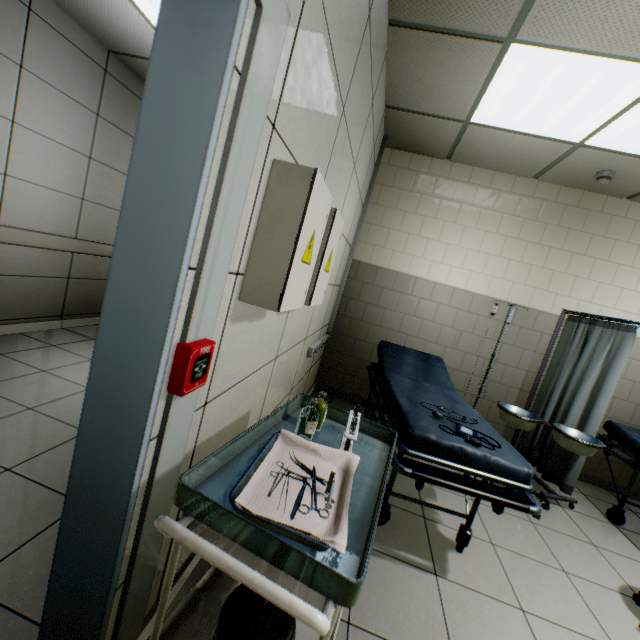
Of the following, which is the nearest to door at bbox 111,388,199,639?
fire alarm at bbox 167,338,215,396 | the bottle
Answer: fire alarm at bbox 167,338,215,396

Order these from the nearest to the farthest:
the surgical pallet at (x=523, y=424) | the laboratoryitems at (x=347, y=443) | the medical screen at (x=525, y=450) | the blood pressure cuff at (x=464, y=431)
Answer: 1. the laboratoryitems at (x=347, y=443)
2. the blood pressure cuff at (x=464, y=431)
3. the surgical pallet at (x=523, y=424)
4. the medical screen at (x=525, y=450)

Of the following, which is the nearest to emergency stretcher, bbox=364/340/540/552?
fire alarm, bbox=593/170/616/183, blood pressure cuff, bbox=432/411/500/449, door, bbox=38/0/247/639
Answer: blood pressure cuff, bbox=432/411/500/449

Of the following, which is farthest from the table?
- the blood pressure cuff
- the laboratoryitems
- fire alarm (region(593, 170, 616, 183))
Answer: fire alarm (region(593, 170, 616, 183))

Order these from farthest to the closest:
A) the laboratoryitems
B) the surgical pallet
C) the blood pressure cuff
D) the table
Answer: the surgical pallet → the blood pressure cuff → the laboratoryitems → the table

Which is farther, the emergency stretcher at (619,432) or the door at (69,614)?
the emergency stretcher at (619,432)

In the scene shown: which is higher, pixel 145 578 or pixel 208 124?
pixel 208 124

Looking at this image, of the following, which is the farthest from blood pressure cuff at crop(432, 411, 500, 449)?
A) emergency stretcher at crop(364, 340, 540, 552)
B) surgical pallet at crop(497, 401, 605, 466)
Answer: surgical pallet at crop(497, 401, 605, 466)
